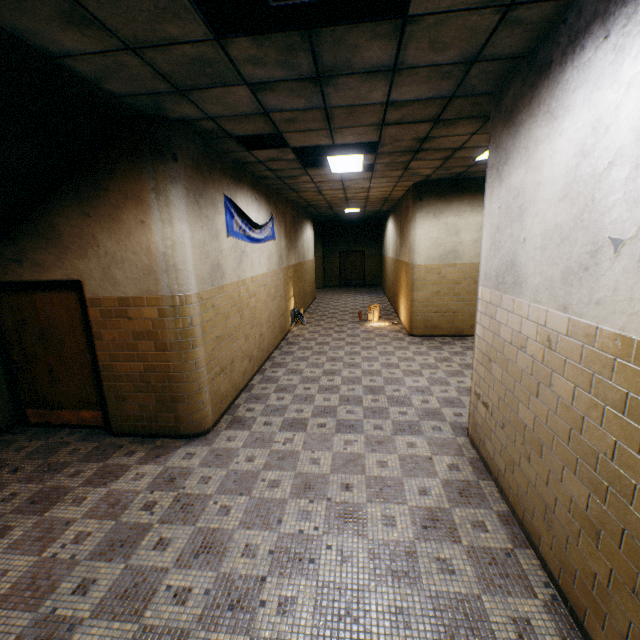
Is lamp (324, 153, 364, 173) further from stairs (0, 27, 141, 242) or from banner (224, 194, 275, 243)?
stairs (0, 27, 141, 242)

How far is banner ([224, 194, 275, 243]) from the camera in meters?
5.2

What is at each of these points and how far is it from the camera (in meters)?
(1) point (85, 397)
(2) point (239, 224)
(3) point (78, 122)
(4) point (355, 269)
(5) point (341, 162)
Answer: (1) door, 4.64
(2) banner, 5.61
(3) stairs, 3.13
(4) door, 20.42
(5) lamp, 5.84

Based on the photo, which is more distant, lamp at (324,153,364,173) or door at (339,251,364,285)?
door at (339,251,364,285)

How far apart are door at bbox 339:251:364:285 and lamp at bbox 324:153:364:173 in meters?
13.6 m

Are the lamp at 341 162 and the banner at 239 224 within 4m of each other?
yes

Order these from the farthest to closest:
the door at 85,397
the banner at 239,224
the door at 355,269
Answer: the door at 355,269, the banner at 239,224, the door at 85,397

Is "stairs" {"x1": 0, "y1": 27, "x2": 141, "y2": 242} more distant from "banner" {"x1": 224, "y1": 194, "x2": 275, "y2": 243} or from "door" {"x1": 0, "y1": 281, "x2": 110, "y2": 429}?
"banner" {"x1": 224, "y1": 194, "x2": 275, "y2": 243}
